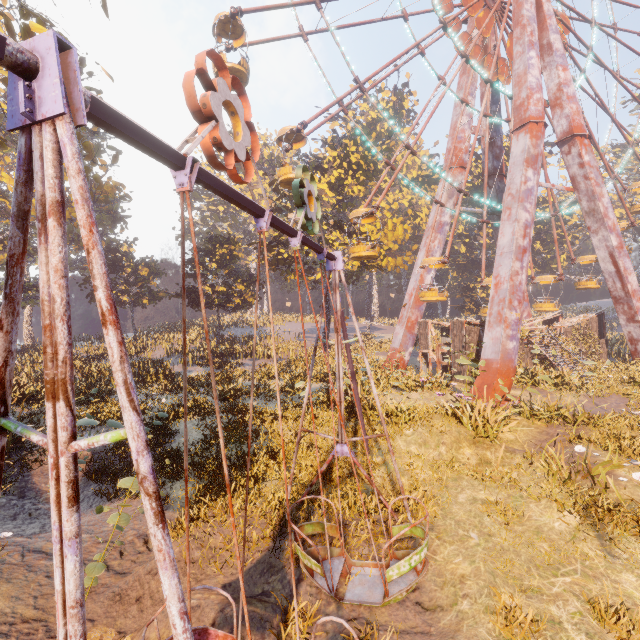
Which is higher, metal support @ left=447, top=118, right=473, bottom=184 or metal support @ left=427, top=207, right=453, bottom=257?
metal support @ left=447, top=118, right=473, bottom=184

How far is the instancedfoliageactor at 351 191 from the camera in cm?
2638

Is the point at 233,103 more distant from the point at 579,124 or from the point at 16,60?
the point at 579,124

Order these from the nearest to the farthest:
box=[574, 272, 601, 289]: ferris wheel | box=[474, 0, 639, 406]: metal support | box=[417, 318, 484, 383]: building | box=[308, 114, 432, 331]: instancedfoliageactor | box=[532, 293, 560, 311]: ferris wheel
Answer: box=[474, 0, 639, 406]: metal support < box=[417, 318, 484, 383]: building < box=[532, 293, 560, 311]: ferris wheel < box=[574, 272, 601, 289]: ferris wheel < box=[308, 114, 432, 331]: instancedfoliageactor

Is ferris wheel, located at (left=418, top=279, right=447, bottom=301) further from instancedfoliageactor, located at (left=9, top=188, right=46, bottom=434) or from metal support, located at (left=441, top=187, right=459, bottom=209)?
instancedfoliageactor, located at (left=9, top=188, right=46, bottom=434)

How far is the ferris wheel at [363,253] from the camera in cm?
1747

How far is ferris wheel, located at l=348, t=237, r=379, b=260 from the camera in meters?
17.5

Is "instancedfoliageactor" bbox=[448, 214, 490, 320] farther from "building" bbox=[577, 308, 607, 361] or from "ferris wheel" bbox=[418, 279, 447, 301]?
"ferris wheel" bbox=[418, 279, 447, 301]
